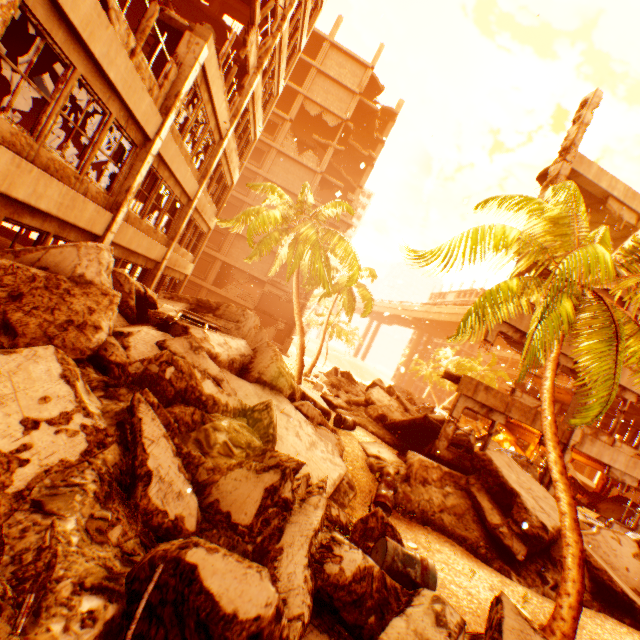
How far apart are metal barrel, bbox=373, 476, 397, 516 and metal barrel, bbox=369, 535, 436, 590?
3.8 meters

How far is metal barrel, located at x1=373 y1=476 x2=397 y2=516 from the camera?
8.6m

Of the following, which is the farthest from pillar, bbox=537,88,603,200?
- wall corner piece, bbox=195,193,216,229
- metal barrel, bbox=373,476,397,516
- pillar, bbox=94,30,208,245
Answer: wall corner piece, bbox=195,193,216,229

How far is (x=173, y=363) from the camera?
5.2 meters

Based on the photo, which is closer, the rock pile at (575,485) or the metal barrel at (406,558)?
the metal barrel at (406,558)

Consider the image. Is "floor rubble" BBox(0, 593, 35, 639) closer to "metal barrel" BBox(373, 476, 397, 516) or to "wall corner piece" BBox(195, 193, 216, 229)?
"metal barrel" BBox(373, 476, 397, 516)

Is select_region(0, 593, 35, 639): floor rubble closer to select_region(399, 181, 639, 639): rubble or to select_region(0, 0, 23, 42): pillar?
select_region(399, 181, 639, 639): rubble

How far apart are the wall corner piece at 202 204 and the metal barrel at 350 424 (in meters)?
10.92
